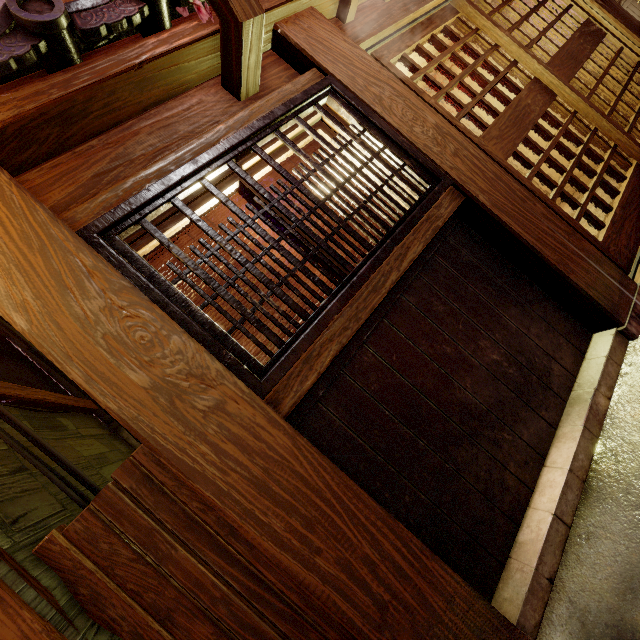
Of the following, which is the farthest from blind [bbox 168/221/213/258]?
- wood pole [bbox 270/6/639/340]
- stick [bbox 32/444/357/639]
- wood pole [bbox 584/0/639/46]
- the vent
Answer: wood pole [bbox 584/0/639/46]

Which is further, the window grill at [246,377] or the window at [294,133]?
the window at [294,133]

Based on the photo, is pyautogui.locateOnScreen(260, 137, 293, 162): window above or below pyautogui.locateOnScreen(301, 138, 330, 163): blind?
above

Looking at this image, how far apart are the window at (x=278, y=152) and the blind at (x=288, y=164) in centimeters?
15cm

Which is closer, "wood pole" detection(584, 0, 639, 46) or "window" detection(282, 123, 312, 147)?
"window" detection(282, 123, 312, 147)

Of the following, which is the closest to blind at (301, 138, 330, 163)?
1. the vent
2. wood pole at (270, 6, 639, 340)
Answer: wood pole at (270, 6, 639, 340)

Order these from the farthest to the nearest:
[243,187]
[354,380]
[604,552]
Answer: [243,187], [354,380], [604,552]
